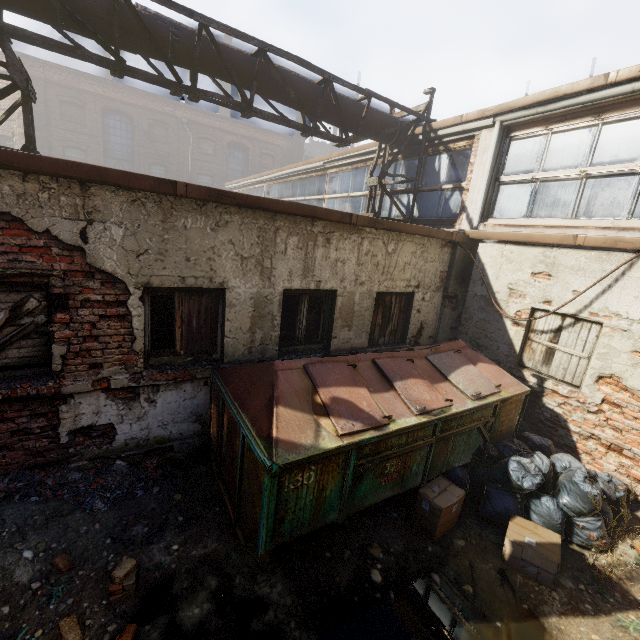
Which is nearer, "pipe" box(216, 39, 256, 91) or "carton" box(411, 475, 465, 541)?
"carton" box(411, 475, 465, 541)

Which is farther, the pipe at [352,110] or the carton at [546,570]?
the pipe at [352,110]

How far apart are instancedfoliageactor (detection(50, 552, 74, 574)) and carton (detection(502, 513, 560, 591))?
4.62m

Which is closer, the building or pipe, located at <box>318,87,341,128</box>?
pipe, located at <box>318,87,341,128</box>

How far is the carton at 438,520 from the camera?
3.9m

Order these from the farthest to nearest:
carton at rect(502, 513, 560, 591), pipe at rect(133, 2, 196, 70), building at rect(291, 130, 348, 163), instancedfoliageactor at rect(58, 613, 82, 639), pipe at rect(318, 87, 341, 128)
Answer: building at rect(291, 130, 348, 163) < pipe at rect(318, 87, 341, 128) < pipe at rect(133, 2, 196, 70) < carton at rect(502, 513, 560, 591) < instancedfoliageactor at rect(58, 613, 82, 639)

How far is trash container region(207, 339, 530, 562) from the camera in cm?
307

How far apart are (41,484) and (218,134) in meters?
28.0 m
